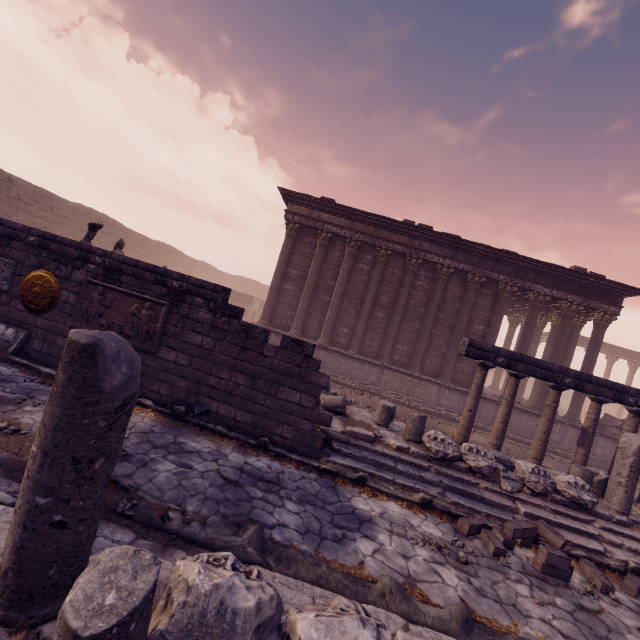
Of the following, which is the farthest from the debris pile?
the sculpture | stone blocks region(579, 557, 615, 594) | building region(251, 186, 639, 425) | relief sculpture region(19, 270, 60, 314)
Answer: the sculpture

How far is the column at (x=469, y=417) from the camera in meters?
9.3 m

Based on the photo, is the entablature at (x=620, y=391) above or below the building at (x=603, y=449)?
above

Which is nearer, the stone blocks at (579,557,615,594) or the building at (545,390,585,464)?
the stone blocks at (579,557,615,594)

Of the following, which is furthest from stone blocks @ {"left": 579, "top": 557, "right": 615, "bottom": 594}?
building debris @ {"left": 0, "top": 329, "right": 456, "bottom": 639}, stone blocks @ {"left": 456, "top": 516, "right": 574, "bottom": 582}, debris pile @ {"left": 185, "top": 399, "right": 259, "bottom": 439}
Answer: debris pile @ {"left": 185, "top": 399, "right": 259, "bottom": 439}

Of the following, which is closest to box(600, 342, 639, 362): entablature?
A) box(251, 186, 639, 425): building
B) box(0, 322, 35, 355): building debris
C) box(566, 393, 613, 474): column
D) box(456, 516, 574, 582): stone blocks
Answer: box(251, 186, 639, 425): building

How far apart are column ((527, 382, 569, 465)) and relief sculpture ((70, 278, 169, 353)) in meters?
10.4 m

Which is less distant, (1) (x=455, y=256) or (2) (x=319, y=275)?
(1) (x=455, y=256)
